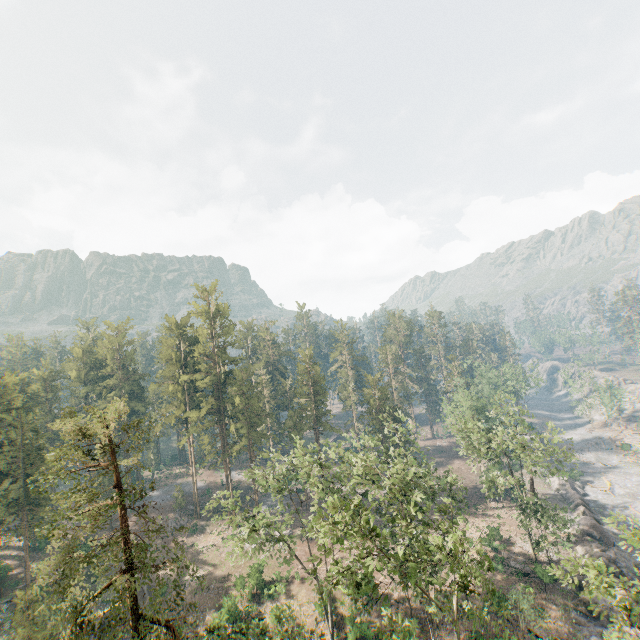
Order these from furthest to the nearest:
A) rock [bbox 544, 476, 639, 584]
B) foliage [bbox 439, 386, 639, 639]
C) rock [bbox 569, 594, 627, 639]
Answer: rock [bbox 544, 476, 639, 584] → rock [bbox 569, 594, 627, 639] → foliage [bbox 439, 386, 639, 639]

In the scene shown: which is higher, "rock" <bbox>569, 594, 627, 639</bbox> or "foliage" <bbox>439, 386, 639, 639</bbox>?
"foliage" <bbox>439, 386, 639, 639</bbox>

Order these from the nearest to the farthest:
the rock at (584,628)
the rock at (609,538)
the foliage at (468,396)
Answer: the foliage at (468,396), the rock at (584,628), the rock at (609,538)

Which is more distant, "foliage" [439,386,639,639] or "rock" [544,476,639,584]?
"rock" [544,476,639,584]

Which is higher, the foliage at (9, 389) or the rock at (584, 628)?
the foliage at (9, 389)

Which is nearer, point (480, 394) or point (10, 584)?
point (10, 584)
